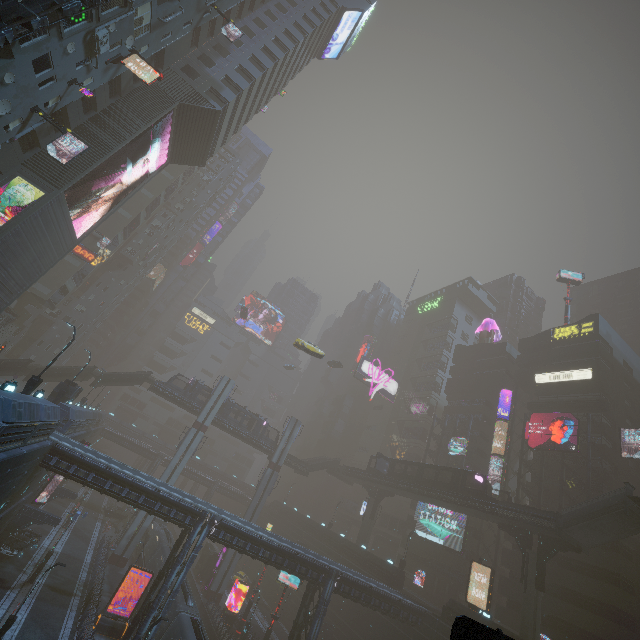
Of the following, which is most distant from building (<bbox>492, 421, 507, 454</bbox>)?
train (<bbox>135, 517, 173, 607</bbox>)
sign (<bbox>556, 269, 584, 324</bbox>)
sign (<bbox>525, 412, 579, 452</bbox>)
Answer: sign (<bbox>556, 269, 584, 324</bbox>)

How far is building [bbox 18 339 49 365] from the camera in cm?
5856

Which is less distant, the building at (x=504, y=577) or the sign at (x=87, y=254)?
the building at (x=504, y=577)

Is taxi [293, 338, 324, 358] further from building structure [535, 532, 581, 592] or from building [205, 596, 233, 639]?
building structure [535, 532, 581, 592]

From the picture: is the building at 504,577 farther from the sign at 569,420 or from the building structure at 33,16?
the sign at 569,420

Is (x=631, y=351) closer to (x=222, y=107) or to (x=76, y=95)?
(x=222, y=107)

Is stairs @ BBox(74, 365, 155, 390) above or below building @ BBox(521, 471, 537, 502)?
below

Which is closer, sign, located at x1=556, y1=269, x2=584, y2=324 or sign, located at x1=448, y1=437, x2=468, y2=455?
sign, located at x1=448, y1=437, x2=468, y2=455
